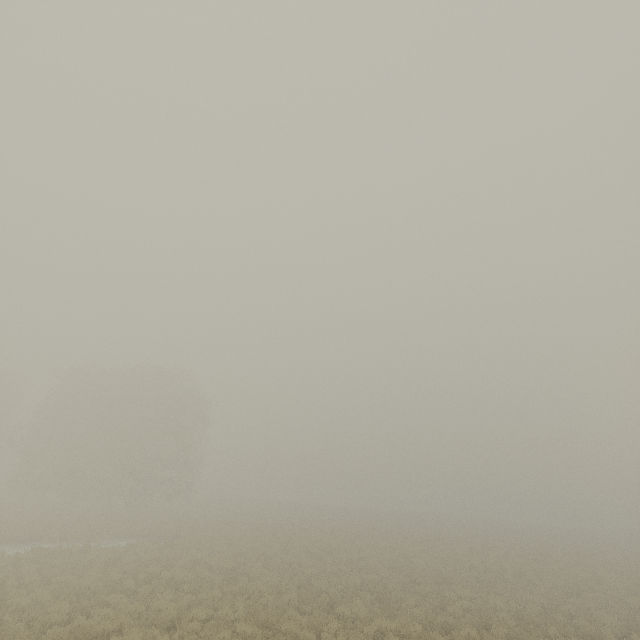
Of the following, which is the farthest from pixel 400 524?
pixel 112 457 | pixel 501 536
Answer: pixel 112 457
